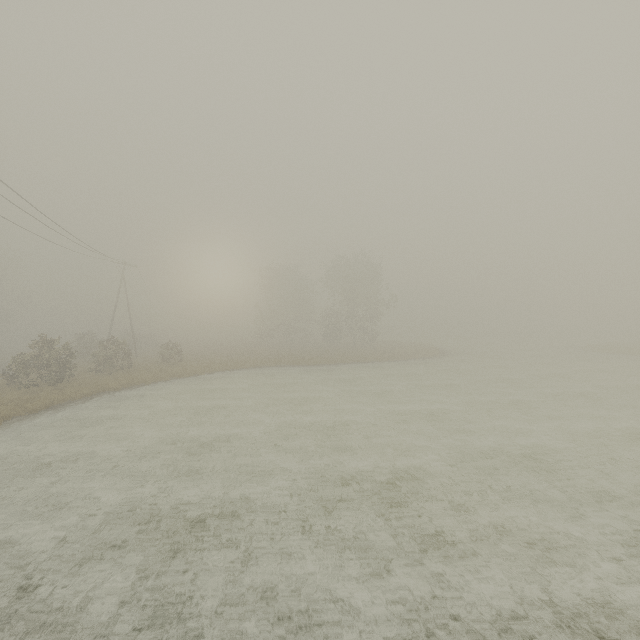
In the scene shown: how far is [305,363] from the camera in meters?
33.5 m
